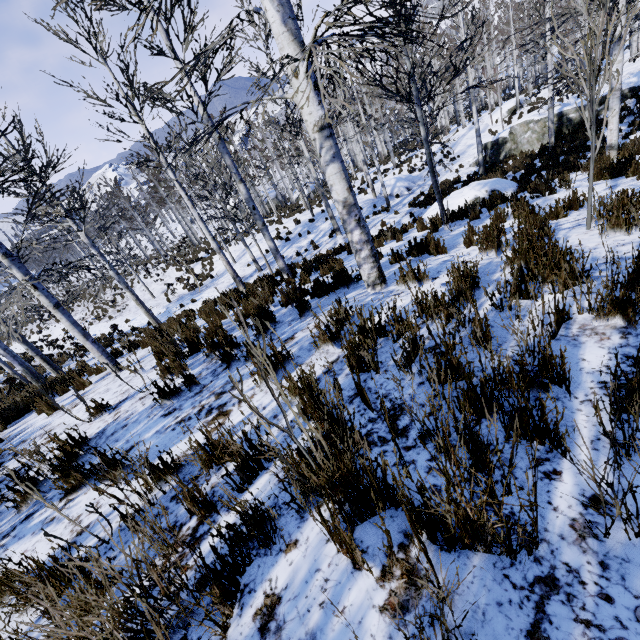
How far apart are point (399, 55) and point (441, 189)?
7.29m

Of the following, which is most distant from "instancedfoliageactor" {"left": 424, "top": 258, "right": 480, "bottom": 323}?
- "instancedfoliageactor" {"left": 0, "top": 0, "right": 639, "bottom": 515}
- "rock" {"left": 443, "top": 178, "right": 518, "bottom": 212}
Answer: "instancedfoliageactor" {"left": 0, "top": 0, "right": 639, "bottom": 515}

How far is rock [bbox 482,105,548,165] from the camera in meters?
17.0 m

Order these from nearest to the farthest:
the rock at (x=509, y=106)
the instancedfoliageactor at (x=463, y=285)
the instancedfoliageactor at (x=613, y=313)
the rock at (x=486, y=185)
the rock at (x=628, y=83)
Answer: the instancedfoliageactor at (x=613, y=313) < the instancedfoliageactor at (x=463, y=285) < the rock at (x=486, y=185) < the rock at (x=628, y=83) < the rock at (x=509, y=106)

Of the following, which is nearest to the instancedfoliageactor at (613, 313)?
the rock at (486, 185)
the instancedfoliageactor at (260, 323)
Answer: the rock at (486, 185)

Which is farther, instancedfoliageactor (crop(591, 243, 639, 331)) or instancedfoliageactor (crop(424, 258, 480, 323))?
instancedfoliageactor (crop(424, 258, 480, 323))

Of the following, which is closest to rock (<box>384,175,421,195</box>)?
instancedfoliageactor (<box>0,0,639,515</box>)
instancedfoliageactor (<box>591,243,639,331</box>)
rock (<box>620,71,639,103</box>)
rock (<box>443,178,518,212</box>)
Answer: instancedfoliageactor (<box>591,243,639,331</box>)
